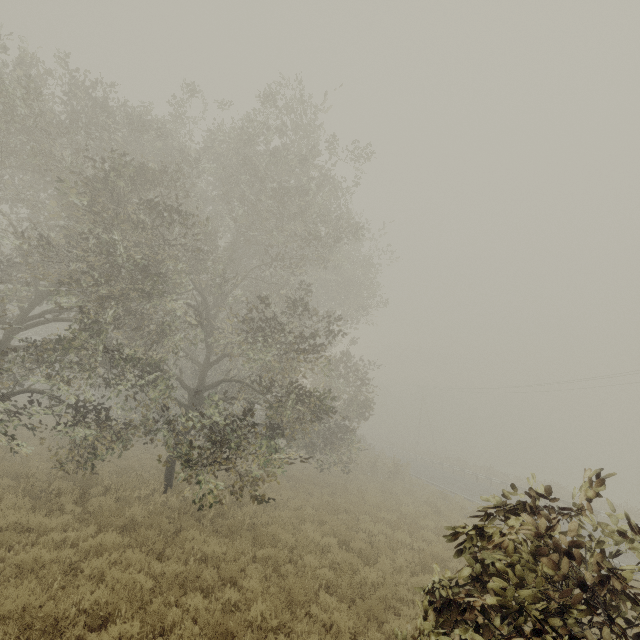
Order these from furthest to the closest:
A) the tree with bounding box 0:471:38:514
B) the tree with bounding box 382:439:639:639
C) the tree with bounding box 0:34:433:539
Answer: the tree with bounding box 0:34:433:539 → the tree with bounding box 0:471:38:514 → the tree with bounding box 382:439:639:639

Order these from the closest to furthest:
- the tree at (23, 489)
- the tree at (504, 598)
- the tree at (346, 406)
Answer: the tree at (504, 598), the tree at (23, 489), the tree at (346, 406)

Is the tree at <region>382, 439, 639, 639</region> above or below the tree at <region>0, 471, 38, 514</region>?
above

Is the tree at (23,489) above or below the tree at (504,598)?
below

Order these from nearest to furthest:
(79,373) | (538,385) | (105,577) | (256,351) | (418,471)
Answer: (105,577), (79,373), (256,351), (418,471), (538,385)

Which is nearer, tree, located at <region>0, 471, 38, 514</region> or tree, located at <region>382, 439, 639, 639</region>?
tree, located at <region>382, 439, 639, 639</region>

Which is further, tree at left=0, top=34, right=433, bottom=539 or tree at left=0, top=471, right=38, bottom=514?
tree at left=0, top=34, right=433, bottom=539
